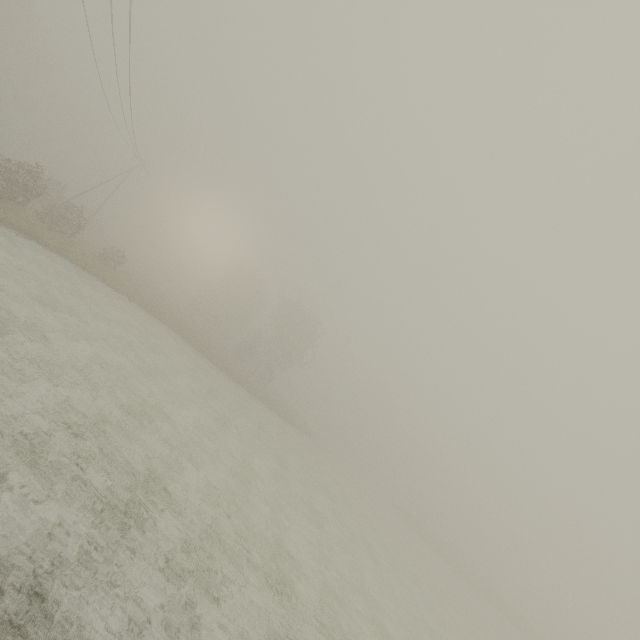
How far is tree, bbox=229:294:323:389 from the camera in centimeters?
4766cm

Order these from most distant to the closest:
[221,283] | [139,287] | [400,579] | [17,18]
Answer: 1. [221,283]
2. [139,287]
3. [17,18]
4. [400,579]

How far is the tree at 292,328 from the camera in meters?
47.7 m
